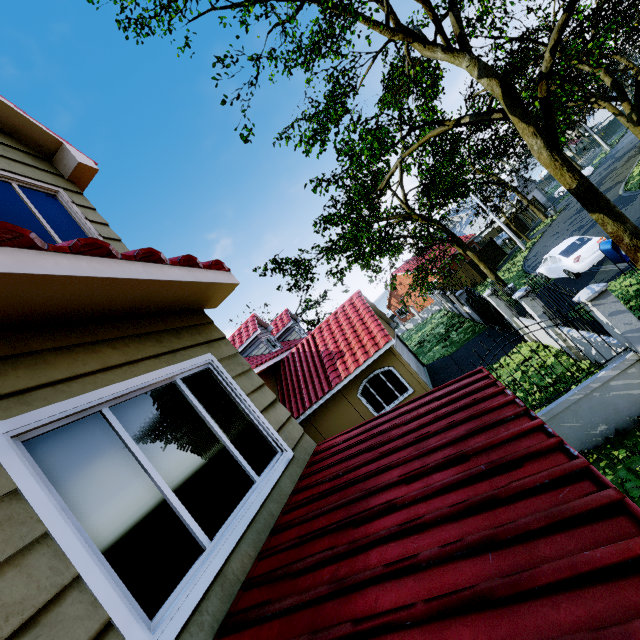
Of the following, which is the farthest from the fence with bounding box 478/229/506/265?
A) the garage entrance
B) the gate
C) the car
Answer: the car

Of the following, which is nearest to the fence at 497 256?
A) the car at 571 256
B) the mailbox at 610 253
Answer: the car at 571 256

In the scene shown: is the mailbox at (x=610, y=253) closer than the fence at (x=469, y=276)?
Yes

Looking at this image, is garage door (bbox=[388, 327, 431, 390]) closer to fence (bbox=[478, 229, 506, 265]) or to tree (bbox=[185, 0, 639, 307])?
tree (bbox=[185, 0, 639, 307])

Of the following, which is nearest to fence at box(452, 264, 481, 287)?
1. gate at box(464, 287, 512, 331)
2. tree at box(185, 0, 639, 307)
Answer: gate at box(464, 287, 512, 331)

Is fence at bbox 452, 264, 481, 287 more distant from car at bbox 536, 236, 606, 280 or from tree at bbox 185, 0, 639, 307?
car at bbox 536, 236, 606, 280

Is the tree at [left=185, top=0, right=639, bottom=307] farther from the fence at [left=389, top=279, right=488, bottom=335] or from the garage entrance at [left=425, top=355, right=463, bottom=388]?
the garage entrance at [left=425, top=355, right=463, bottom=388]

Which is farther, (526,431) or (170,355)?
(170,355)
